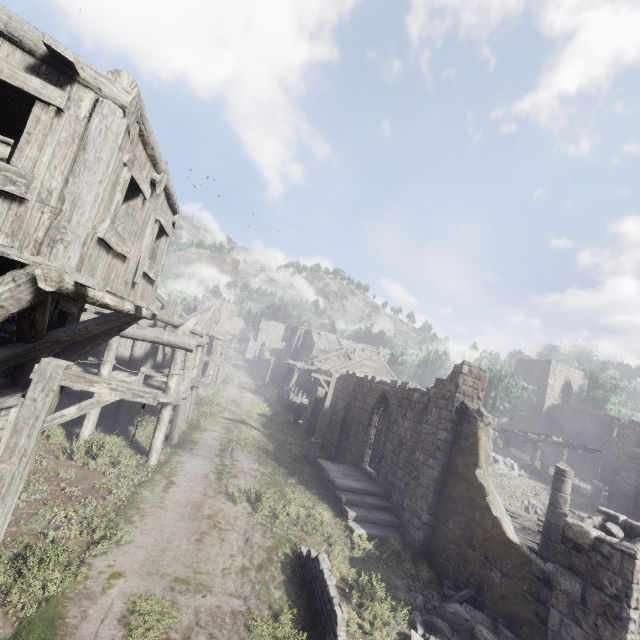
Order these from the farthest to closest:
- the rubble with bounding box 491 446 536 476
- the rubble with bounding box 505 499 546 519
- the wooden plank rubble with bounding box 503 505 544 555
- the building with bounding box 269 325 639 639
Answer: the rubble with bounding box 491 446 536 476, the rubble with bounding box 505 499 546 519, the wooden plank rubble with bounding box 503 505 544 555, the building with bounding box 269 325 639 639

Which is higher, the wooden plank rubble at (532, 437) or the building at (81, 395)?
the wooden plank rubble at (532, 437)

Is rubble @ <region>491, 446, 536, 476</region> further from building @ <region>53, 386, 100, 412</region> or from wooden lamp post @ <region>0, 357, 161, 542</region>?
wooden lamp post @ <region>0, 357, 161, 542</region>

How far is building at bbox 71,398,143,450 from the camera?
11.59m

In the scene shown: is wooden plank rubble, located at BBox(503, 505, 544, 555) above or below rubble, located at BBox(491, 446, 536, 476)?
below

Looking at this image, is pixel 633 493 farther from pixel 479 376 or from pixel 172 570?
pixel 172 570

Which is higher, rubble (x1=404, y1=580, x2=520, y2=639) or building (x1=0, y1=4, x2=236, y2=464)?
building (x1=0, y1=4, x2=236, y2=464)

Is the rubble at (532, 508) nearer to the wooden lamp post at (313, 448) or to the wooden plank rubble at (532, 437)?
the wooden plank rubble at (532, 437)
